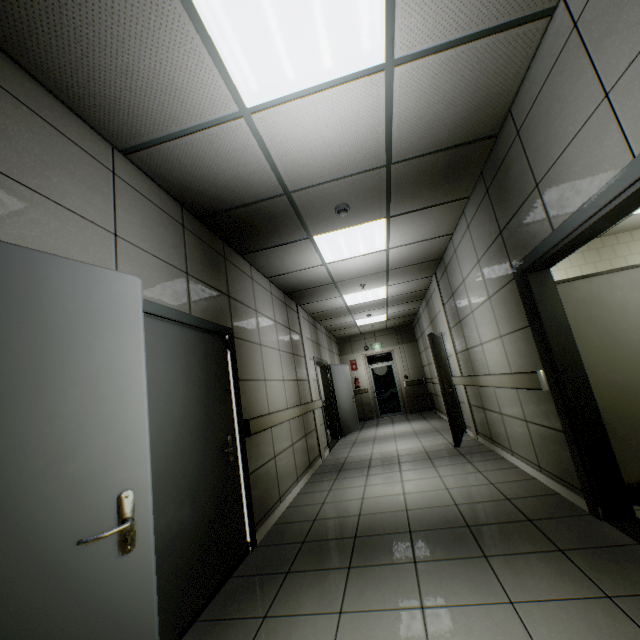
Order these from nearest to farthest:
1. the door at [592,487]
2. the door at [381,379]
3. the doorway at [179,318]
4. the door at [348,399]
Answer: the door at [592,487] < the doorway at [179,318] < the door at [348,399] < the door at [381,379]

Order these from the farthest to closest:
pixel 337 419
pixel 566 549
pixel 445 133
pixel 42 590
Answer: pixel 337 419
pixel 445 133
pixel 566 549
pixel 42 590

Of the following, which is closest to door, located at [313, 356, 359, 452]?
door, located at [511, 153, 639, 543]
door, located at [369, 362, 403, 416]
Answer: door, located at [369, 362, 403, 416]

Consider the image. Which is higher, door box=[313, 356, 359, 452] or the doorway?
the doorway

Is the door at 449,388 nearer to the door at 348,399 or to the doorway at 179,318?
the door at 348,399

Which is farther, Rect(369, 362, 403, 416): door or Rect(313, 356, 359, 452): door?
Rect(369, 362, 403, 416): door

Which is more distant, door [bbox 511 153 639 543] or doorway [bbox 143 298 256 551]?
doorway [bbox 143 298 256 551]

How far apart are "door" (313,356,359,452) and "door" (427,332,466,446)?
2.6 meters
